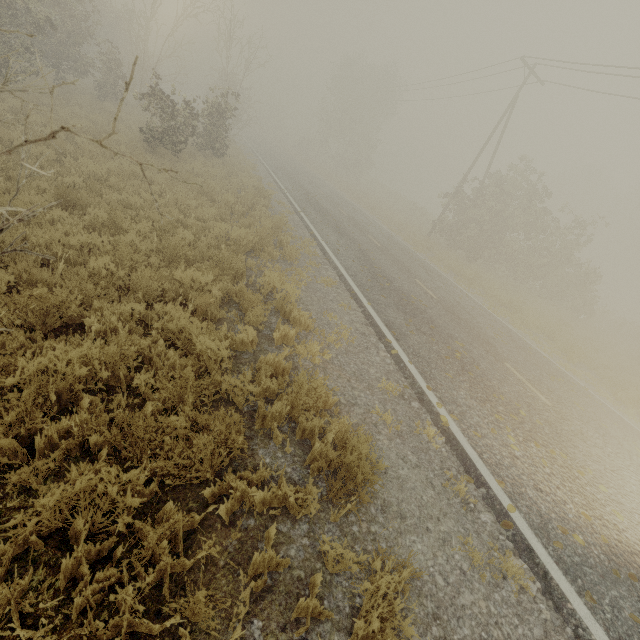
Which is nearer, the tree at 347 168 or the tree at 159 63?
the tree at 159 63

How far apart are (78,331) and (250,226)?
7.0m

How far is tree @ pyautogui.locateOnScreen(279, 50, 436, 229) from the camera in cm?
3950

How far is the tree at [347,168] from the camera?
39.5m

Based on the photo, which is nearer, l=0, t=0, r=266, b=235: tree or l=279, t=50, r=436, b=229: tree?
l=0, t=0, r=266, b=235: tree
